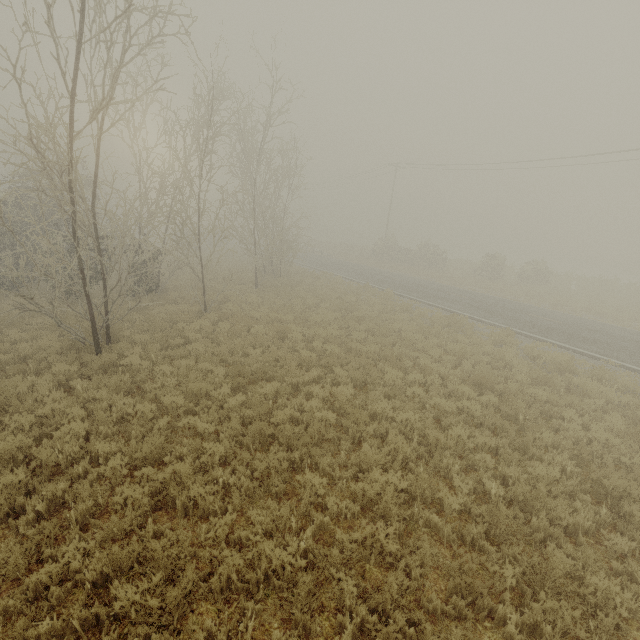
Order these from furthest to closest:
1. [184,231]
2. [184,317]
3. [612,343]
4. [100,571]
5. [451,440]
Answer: [184,231]
[612,343]
[184,317]
[451,440]
[100,571]
